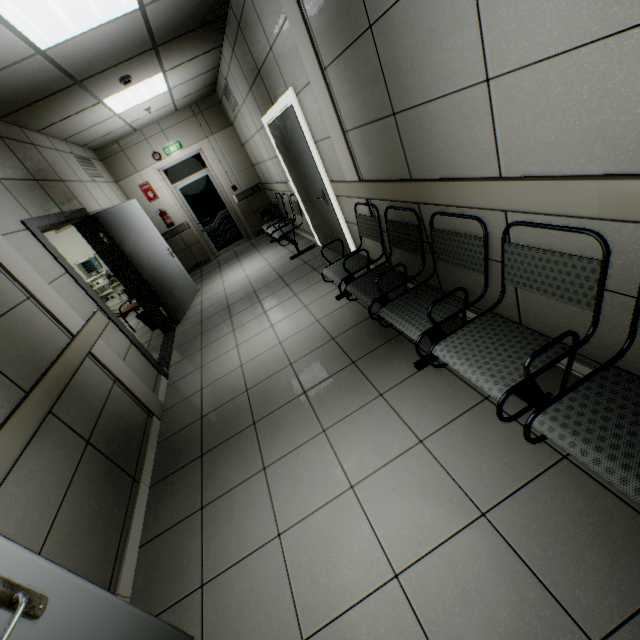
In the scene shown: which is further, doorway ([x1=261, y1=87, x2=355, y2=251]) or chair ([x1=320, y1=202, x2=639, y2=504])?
doorway ([x1=261, y1=87, x2=355, y2=251])

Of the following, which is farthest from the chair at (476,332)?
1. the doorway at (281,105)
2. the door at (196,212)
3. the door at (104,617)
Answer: the door at (196,212)

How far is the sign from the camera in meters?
7.7

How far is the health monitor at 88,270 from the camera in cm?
738

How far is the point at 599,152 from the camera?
1.22m

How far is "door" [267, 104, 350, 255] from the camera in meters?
3.9

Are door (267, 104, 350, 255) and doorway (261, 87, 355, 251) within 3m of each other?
yes

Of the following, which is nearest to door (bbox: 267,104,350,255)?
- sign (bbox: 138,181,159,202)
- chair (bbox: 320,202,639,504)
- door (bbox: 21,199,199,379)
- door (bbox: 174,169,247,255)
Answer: chair (bbox: 320,202,639,504)
